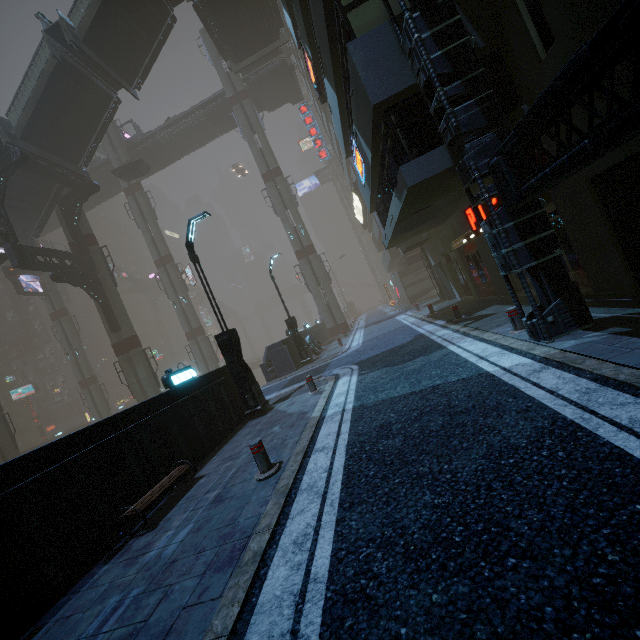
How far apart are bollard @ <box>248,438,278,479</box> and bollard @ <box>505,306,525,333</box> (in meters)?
6.03

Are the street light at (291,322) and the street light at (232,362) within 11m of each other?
yes

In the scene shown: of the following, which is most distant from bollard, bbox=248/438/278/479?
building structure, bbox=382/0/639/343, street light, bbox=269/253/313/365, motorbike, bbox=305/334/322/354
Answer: motorbike, bbox=305/334/322/354

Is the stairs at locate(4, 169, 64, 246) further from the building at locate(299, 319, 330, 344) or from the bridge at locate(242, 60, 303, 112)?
the bridge at locate(242, 60, 303, 112)

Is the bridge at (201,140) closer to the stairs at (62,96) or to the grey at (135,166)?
the grey at (135,166)

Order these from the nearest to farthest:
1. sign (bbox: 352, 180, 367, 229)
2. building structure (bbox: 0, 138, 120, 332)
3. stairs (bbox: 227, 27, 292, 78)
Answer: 1. building structure (bbox: 0, 138, 120, 332)
2. stairs (bbox: 227, 27, 292, 78)
3. sign (bbox: 352, 180, 367, 229)

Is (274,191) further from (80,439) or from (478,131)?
(80,439)

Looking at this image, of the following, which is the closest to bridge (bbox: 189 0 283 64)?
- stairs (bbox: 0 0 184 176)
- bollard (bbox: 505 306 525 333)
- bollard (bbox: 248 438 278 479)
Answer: stairs (bbox: 0 0 184 176)
